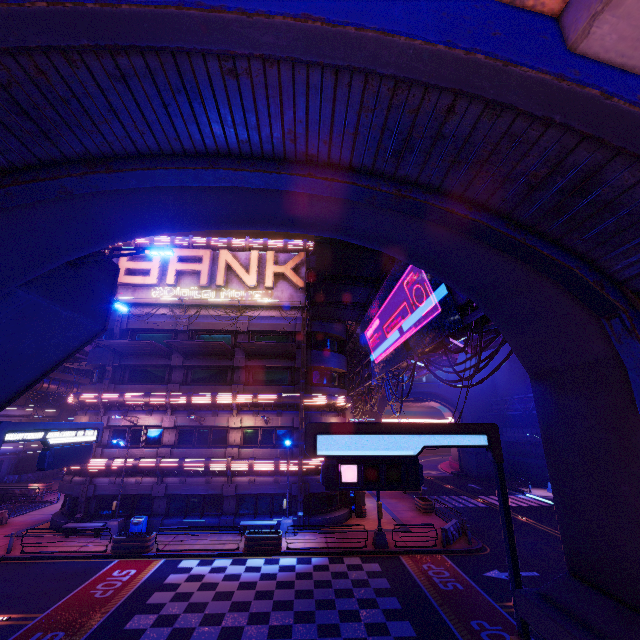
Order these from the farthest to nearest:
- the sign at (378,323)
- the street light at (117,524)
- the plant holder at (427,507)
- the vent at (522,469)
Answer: the vent at (522,469) < the plant holder at (427,507) < the street light at (117,524) < the sign at (378,323)

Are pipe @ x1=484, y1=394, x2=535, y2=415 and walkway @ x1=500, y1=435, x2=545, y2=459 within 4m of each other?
yes

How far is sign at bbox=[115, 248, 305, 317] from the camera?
26.5m

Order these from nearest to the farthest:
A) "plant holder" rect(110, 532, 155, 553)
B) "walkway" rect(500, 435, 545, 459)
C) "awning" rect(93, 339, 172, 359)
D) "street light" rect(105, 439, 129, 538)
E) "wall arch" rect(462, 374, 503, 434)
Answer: "plant holder" rect(110, 532, 155, 553), "street light" rect(105, 439, 129, 538), "awning" rect(93, 339, 172, 359), "walkway" rect(500, 435, 545, 459), "wall arch" rect(462, 374, 503, 434)

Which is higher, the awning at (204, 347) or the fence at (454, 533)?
the awning at (204, 347)

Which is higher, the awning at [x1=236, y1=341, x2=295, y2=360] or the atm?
the awning at [x1=236, y1=341, x2=295, y2=360]

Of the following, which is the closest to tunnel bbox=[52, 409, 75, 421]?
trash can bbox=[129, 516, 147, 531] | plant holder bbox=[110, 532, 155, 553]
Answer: trash can bbox=[129, 516, 147, 531]

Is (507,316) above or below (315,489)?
above
